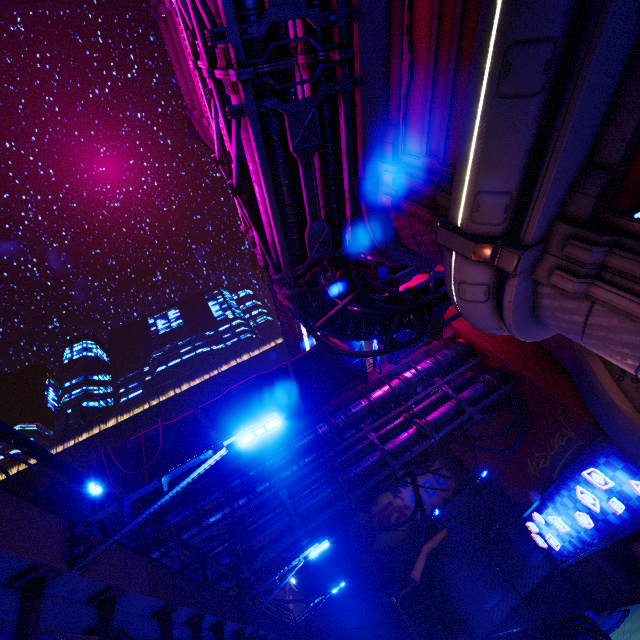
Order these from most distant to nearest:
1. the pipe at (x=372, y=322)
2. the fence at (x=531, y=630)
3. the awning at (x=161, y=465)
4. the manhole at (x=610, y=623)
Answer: the manhole at (x=610, y=623) < the awning at (x=161, y=465) < the fence at (x=531, y=630) < the pipe at (x=372, y=322)

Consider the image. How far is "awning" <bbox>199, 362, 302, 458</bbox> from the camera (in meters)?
13.95

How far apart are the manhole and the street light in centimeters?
2405cm

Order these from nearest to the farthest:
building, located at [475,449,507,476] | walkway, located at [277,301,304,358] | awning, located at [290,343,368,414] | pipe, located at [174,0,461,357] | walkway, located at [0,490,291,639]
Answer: walkway, located at [0,490,291,639]
pipe, located at [174,0,461,357]
awning, located at [290,343,368,414]
building, located at [475,449,507,476]
walkway, located at [277,301,304,358]

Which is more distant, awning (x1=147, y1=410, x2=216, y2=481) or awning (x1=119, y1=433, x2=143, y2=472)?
awning (x1=147, y1=410, x2=216, y2=481)

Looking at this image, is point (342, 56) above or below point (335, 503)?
above

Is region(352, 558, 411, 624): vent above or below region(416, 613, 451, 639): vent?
above

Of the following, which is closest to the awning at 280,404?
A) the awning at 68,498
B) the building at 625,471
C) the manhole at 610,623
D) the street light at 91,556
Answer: the awning at 68,498
